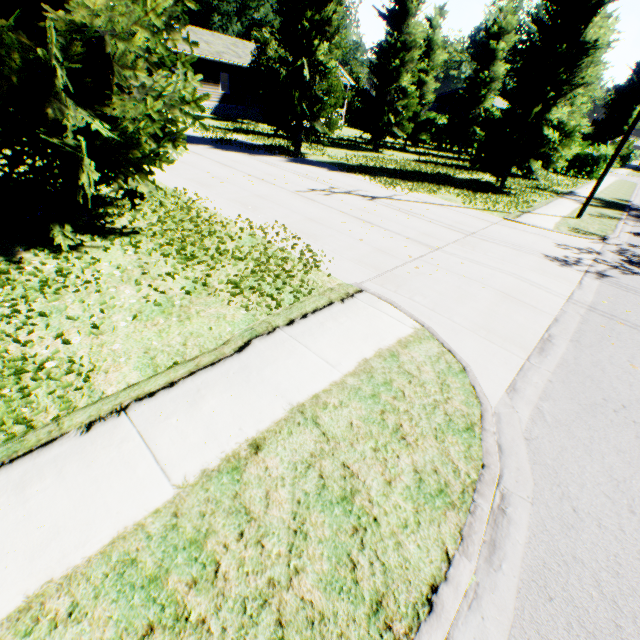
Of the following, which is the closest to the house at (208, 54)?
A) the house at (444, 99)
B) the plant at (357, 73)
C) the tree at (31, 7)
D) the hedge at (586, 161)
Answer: the tree at (31, 7)

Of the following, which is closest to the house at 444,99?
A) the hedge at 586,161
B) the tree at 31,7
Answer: the tree at 31,7

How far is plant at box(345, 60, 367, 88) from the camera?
40.9 meters

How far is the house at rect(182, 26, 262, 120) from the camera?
28.7m

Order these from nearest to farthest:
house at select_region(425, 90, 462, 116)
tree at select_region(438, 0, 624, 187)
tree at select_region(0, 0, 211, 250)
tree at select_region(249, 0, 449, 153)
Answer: tree at select_region(0, 0, 211, 250) < tree at select_region(438, 0, 624, 187) < tree at select_region(249, 0, 449, 153) < house at select_region(425, 90, 462, 116)

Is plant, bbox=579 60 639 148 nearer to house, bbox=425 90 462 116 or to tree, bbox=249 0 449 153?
house, bbox=425 90 462 116

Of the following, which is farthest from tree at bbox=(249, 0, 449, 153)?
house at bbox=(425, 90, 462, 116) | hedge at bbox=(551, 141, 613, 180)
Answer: house at bbox=(425, 90, 462, 116)

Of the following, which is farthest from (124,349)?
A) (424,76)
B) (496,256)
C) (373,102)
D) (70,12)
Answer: (424,76)
